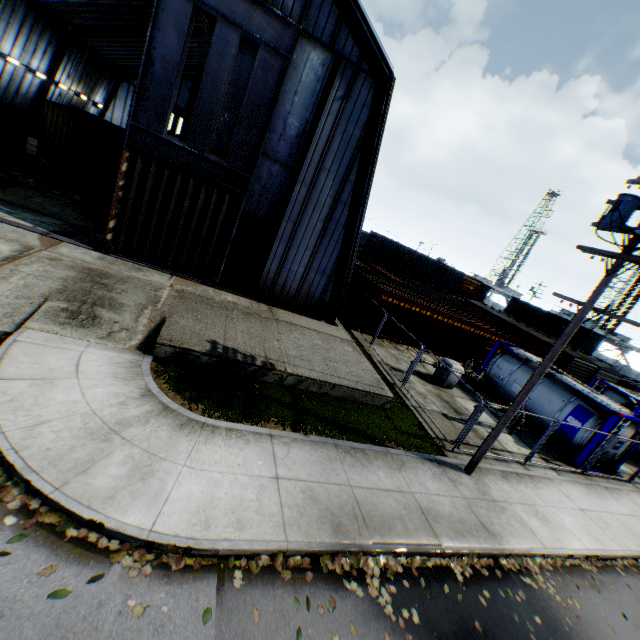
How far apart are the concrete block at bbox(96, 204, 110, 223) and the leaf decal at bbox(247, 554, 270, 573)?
17.37m

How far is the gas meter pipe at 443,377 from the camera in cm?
1631

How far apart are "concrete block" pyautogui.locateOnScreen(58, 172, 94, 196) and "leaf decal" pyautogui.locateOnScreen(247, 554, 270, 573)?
23.3 meters

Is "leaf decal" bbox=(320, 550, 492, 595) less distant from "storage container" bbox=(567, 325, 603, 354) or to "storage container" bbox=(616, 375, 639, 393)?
"storage container" bbox=(616, 375, 639, 393)

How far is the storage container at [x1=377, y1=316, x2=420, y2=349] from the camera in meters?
19.9 m

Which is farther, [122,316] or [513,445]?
[513,445]

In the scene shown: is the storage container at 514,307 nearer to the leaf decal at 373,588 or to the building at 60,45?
the building at 60,45

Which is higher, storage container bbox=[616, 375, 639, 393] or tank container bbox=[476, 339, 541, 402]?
storage container bbox=[616, 375, 639, 393]
